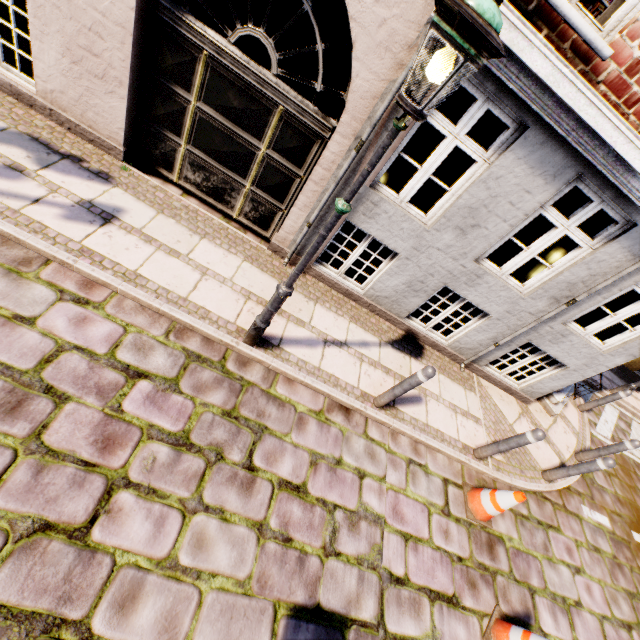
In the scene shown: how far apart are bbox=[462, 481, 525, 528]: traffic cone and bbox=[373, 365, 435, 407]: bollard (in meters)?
1.77

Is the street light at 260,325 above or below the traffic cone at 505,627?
above

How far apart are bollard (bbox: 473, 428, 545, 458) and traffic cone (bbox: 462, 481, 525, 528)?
0.5 meters

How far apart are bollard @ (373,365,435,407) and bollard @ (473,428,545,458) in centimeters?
185cm

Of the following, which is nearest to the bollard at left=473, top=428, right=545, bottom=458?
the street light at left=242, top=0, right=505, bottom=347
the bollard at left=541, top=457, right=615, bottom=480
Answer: the bollard at left=541, top=457, right=615, bottom=480

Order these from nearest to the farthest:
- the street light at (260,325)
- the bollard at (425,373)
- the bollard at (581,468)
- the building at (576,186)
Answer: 1. the street light at (260,325)
2. the building at (576,186)
3. the bollard at (425,373)
4. the bollard at (581,468)

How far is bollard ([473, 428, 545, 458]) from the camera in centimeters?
445cm

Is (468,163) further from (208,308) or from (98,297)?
(98,297)
